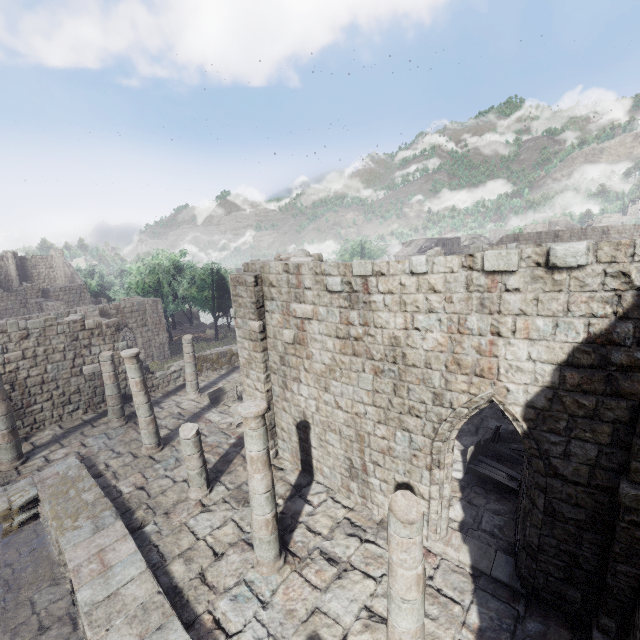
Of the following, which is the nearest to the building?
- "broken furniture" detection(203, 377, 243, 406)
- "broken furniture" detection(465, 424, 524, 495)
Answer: "broken furniture" detection(465, 424, 524, 495)

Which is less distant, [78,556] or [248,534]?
[78,556]

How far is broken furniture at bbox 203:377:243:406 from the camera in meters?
15.7

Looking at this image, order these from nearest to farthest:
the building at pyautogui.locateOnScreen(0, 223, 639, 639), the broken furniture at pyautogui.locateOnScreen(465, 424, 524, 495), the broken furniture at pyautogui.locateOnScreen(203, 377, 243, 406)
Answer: the building at pyautogui.locateOnScreen(0, 223, 639, 639) < the broken furniture at pyautogui.locateOnScreen(465, 424, 524, 495) < the broken furniture at pyautogui.locateOnScreen(203, 377, 243, 406)

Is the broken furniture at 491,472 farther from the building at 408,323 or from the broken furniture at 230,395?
the broken furniture at 230,395

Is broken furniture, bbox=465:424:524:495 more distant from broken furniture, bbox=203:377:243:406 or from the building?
broken furniture, bbox=203:377:243:406

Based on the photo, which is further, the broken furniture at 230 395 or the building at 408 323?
the broken furniture at 230 395

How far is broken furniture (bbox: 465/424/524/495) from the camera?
9.2m
